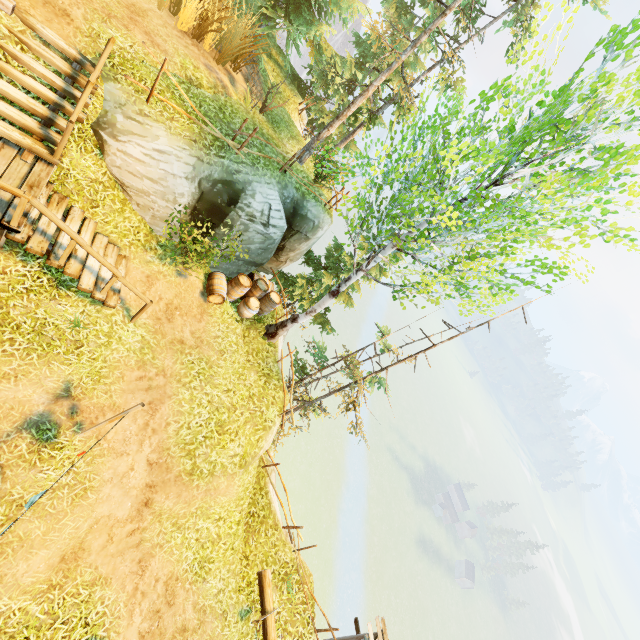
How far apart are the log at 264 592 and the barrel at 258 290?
9.1 meters

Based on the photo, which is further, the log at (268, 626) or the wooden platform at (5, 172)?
the log at (268, 626)

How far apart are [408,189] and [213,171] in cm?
593

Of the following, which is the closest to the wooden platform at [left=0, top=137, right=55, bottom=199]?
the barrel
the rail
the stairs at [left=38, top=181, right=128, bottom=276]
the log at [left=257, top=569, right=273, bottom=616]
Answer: the rail

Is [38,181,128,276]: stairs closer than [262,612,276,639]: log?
Yes

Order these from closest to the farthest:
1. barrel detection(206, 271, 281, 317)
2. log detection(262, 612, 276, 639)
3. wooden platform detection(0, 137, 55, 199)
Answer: wooden platform detection(0, 137, 55, 199) < log detection(262, 612, 276, 639) < barrel detection(206, 271, 281, 317)

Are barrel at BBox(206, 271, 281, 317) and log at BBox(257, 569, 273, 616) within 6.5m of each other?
no
